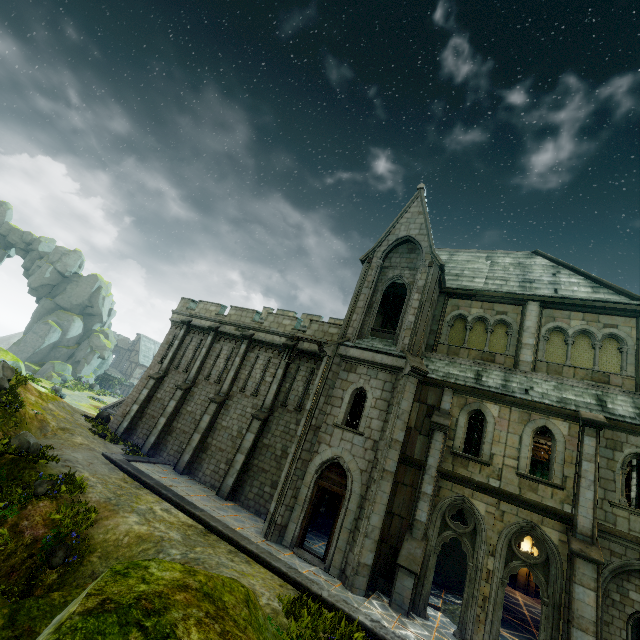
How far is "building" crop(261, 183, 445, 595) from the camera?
12.3 meters

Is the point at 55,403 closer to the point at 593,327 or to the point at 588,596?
the point at 588,596

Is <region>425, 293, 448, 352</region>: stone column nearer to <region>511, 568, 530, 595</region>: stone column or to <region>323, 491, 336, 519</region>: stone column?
<region>323, 491, 336, 519</region>: stone column

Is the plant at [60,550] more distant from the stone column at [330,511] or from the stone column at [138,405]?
the stone column at [330,511]

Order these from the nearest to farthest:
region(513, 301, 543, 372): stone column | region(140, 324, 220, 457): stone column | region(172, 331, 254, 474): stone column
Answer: region(513, 301, 543, 372): stone column < region(172, 331, 254, 474): stone column < region(140, 324, 220, 457): stone column

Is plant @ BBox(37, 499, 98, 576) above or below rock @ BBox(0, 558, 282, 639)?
below

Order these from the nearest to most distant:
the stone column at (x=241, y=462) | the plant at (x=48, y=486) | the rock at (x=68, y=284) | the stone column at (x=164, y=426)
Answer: the plant at (x=48, y=486)
the stone column at (x=241, y=462)
the stone column at (x=164, y=426)
the rock at (x=68, y=284)

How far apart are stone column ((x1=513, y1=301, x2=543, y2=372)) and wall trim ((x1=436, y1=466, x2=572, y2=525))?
5.3 meters
